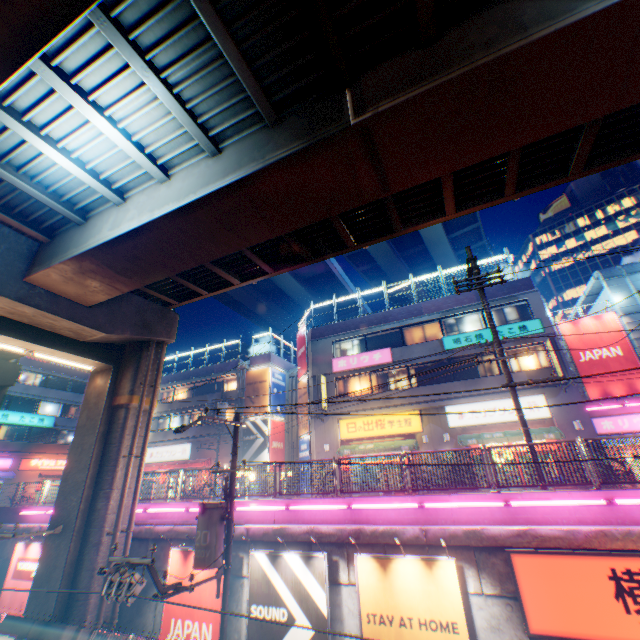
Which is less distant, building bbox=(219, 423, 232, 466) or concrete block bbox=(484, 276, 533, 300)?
concrete block bbox=(484, 276, 533, 300)

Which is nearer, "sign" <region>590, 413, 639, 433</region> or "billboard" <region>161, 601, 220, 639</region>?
"billboard" <region>161, 601, 220, 639</region>

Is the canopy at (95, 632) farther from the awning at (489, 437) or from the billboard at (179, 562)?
the awning at (489, 437)

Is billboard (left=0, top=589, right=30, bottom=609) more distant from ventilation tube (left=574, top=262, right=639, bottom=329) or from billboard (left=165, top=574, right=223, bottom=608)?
ventilation tube (left=574, top=262, right=639, bottom=329)

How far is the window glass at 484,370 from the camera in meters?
20.3

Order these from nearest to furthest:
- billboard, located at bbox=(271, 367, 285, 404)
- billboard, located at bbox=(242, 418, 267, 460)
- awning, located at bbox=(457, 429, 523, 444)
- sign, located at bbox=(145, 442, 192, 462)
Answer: awning, located at bbox=(457, 429, 523, 444) < billboard, located at bbox=(242, 418, 267, 460) < billboard, located at bbox=(271, 367, 285, 404) < sign, located at bbox=(145, 442, 192, 462)

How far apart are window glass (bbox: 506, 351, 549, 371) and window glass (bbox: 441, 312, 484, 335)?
1.29m

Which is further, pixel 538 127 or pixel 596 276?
pixel 596 276
